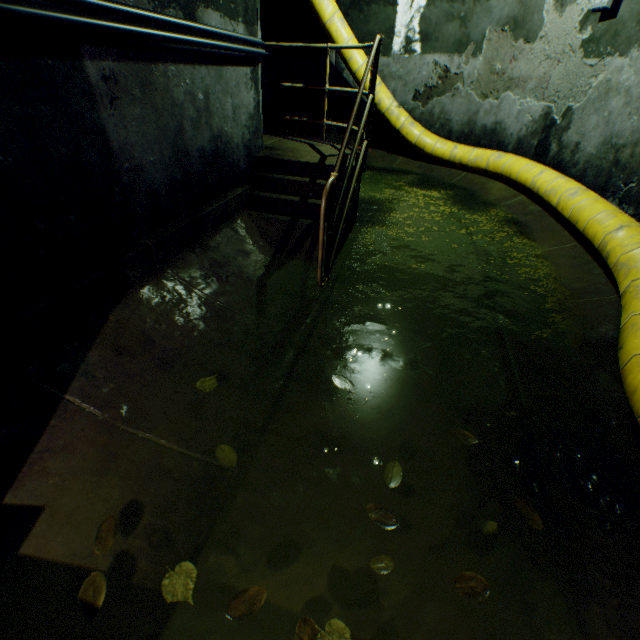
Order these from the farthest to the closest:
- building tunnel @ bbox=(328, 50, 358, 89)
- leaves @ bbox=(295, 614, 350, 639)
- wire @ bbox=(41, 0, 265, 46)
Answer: building tunnel @ bbox=(328, 50, 358, 89) < wire @ bbox=(41, 0, 265, 46) < leaves @ bbox=(295, 614, 350, 639)

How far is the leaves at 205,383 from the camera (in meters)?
2.04

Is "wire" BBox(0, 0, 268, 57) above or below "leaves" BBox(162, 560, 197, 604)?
above

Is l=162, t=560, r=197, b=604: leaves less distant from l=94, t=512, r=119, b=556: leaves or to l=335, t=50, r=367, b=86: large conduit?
l=94, t=512, r=119, b=556: leaves

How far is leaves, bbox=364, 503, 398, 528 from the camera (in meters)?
1.47

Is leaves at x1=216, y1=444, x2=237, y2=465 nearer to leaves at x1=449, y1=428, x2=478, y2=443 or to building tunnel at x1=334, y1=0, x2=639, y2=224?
building tunnel at x1=334, y1=0, x2=639, y2=224

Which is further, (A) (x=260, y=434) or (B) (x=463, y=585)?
(A) (x=260, y=434)

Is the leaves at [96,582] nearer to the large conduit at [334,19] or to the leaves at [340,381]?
the leaves at [340,381]
